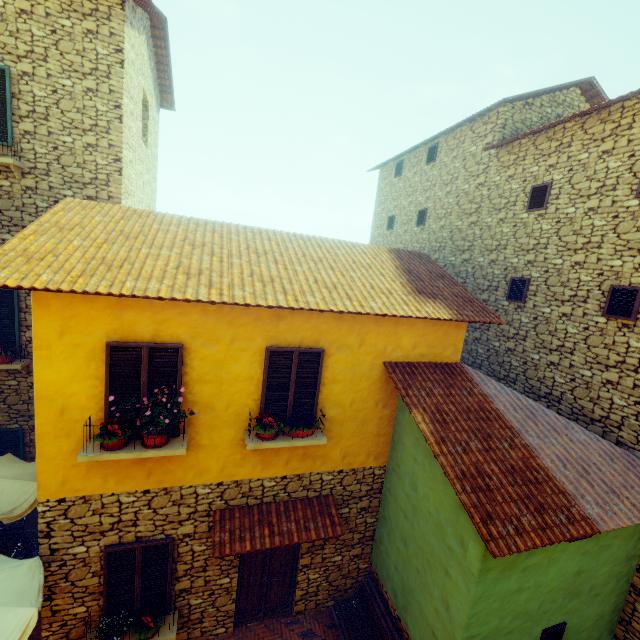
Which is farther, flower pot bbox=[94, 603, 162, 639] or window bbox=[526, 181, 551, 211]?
window bbox=[526, 181, 551, 211]

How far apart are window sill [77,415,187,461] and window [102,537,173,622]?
1.70m

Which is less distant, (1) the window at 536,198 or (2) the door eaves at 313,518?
(2) the door eaves at 313,518

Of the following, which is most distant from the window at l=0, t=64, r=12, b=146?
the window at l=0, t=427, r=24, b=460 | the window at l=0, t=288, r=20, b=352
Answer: the window at l=0, t=427, r=24, b=460

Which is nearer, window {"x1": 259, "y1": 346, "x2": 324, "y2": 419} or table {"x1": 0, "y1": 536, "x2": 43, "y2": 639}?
table {"x1": 0, "y1": 536, "x2": 43, "y2": 639}

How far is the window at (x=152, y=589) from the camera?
5.71m

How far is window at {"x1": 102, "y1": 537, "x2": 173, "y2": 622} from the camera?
5.7m

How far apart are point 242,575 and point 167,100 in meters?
16.2 m
